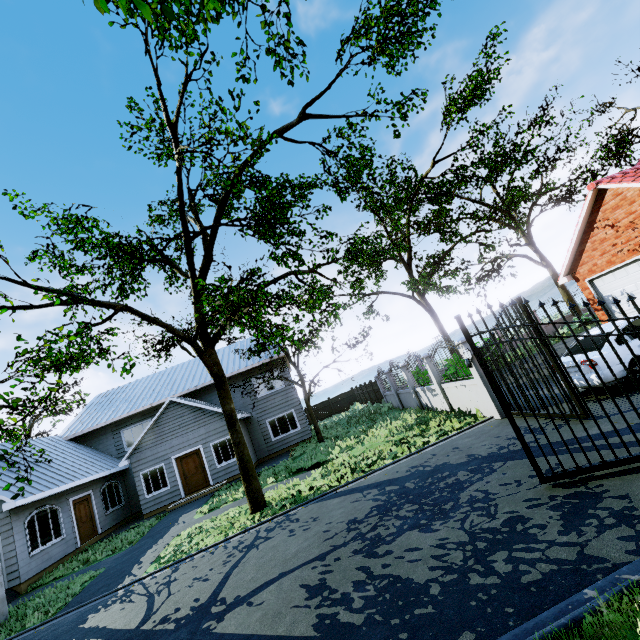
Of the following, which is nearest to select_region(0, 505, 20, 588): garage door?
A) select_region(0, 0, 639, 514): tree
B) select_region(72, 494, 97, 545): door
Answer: select_region(0, 0, 639, 514): tree

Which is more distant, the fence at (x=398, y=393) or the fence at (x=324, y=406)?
the fence at (x=324, y=406)

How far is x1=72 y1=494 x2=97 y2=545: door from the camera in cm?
1573

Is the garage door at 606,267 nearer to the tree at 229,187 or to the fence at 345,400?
the fence at 345,400

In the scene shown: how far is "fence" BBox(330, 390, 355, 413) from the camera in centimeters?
3450cm

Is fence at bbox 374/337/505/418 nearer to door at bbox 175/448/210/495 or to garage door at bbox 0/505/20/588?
door at bbox 175/448/210/495

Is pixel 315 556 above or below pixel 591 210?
below
